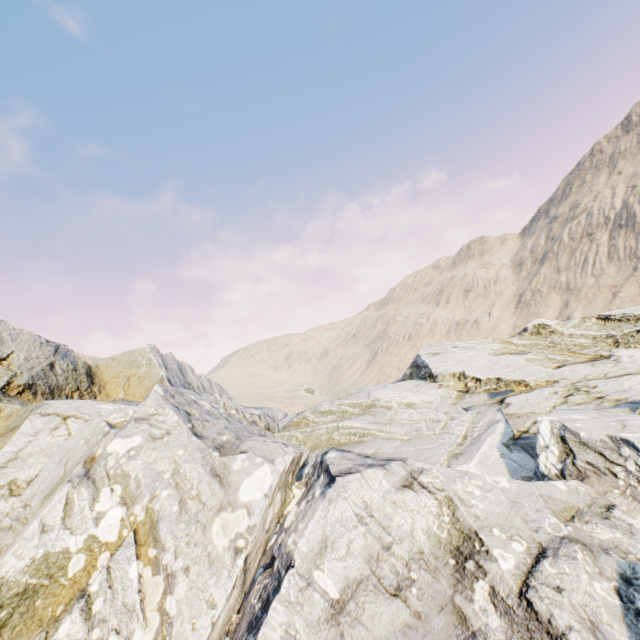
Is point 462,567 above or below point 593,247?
below
